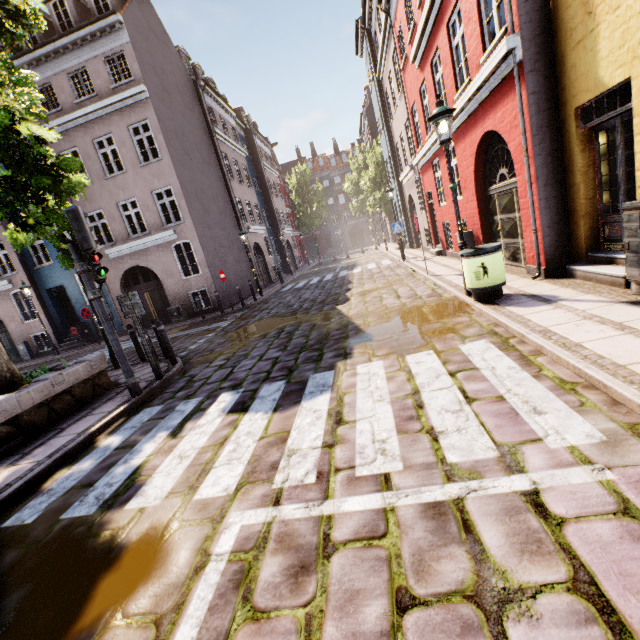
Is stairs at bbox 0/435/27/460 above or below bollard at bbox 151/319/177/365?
below

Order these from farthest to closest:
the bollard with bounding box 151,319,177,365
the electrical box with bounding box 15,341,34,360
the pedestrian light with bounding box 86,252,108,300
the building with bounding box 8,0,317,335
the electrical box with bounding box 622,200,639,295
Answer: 1. the electrical box with bounding box 15,341,34,360
2. the building with bounding box 8,0,317,335
3. the bollard with bounding box 151,319,177,365
4. the pedestrian light with bounding box 86,252,108,300
5. the electrical box with bounding box 622,200,639,295

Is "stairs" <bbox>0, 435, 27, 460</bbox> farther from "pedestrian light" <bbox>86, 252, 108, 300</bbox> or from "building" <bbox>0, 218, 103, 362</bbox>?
"building" <bbox>0, 218, 103, 362</bbox>

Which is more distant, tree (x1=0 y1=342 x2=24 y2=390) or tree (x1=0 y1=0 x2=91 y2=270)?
tree (x1=0 y1=342 x2=24 y2=390)

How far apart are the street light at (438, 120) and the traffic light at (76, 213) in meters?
6.4

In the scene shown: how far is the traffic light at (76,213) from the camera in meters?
5.4 m

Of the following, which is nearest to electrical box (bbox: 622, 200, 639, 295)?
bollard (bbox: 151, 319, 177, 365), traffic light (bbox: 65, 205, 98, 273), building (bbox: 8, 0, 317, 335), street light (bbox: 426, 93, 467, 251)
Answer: street light (bbox: 426, 93, 467, 251)

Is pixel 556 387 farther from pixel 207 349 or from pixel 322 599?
pixel 207 349
